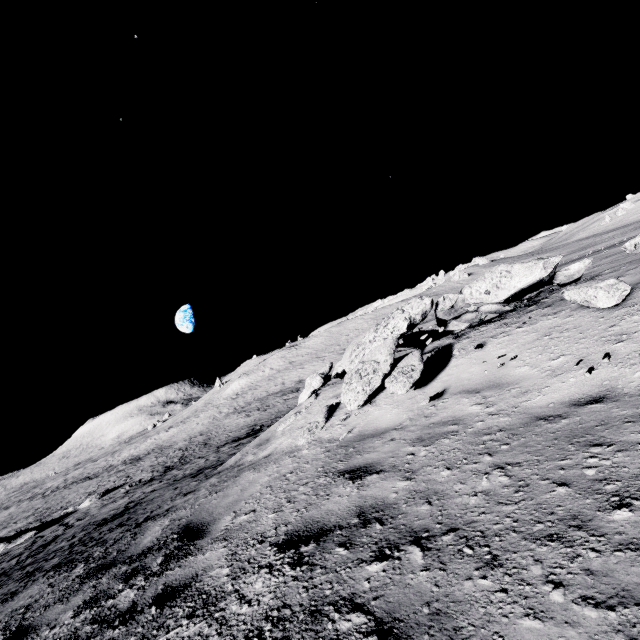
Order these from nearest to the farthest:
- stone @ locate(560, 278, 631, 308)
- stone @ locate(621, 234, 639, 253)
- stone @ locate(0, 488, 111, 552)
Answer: stone @ locate(560, 278, 631, 308) < stone @ locate(621, 234, 639, 253) < stone @ locate(0, 488, 111, 552)

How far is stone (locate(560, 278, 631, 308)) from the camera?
3.7 meters

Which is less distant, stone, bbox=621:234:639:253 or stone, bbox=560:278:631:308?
stone, bbox=560:278:631:308

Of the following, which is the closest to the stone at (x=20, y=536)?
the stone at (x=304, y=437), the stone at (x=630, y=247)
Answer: the stone at (x=304, y=437)

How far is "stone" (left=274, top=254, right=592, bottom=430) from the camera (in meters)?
5.65

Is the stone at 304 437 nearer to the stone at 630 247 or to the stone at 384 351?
the stone at 384 351

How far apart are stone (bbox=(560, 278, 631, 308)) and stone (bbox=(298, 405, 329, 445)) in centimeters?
435cm

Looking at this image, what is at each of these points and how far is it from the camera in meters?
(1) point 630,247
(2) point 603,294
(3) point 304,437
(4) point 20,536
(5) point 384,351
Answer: (1) stone, 5.5
(2) stone, 3.8
(3) stone, 6.0
(4) stone, 25.3
(5) stone, 6.5
